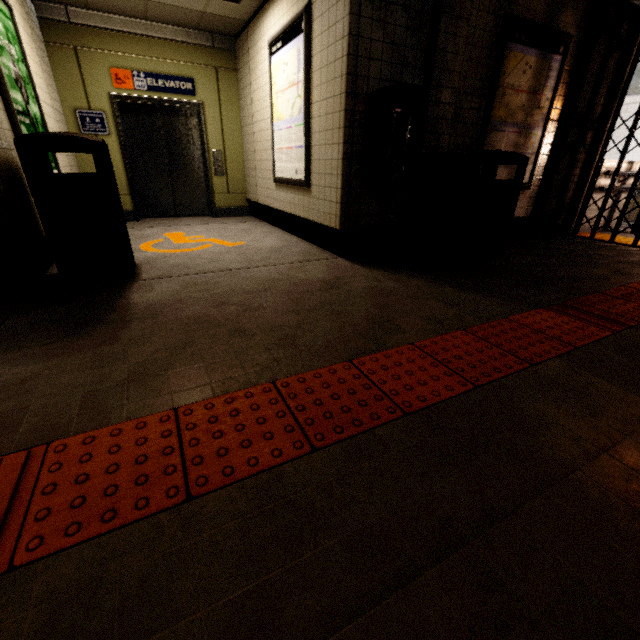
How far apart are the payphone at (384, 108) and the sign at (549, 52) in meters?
1.2

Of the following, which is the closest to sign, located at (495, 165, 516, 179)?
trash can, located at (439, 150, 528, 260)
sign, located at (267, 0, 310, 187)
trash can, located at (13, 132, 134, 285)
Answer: trash can, located at (439, 150, 528, 260)

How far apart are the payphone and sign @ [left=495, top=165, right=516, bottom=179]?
1.2 meters

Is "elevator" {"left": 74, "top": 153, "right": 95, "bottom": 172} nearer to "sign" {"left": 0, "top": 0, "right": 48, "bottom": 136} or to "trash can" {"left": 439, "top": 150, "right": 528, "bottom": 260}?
"sign" {"left": 0, "top": 0, "right": 48, "bottom": 136}

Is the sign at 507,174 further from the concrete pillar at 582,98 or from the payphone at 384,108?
the payphone at 384,108

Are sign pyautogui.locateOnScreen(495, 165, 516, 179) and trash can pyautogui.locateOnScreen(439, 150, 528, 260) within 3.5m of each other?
yes

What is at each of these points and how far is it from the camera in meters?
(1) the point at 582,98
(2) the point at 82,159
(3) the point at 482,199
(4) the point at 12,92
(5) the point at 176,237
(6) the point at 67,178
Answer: (1) concrete pillar, 4.4
(2) elevator, 5.3
(3) trash can, 3.6
(4) sign, 2.9
(5) ground decal, 4.8
(6) trash can, 2.5

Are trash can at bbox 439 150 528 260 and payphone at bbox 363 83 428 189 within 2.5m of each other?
yes
